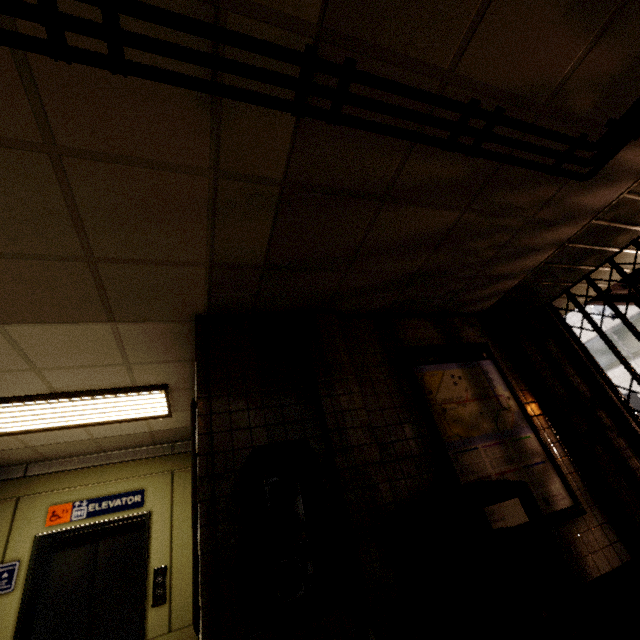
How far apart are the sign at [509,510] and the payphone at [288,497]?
1.2m

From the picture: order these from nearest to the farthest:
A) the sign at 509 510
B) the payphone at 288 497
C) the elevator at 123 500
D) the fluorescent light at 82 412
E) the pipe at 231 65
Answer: the pipe at 231 65, the payphone at 288 497, the sign at 509 510, the fluorescent light at 82 412, the elevator at 123 500

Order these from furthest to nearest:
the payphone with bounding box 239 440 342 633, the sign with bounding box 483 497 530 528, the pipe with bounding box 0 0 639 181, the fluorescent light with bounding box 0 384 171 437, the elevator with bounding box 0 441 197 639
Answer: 1. the elevator with bounding box 0 441 197 639
2. the fluorescent light with bounding box 0 384 171 437
3. the sign with bounding box 483 497 530 528
4. the payphone with bounding box 239 440 342 633
5. the pipe with bounding box 0 0 639 181

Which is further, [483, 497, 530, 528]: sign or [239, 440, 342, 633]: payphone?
[483, 497, 530, 528]: sign

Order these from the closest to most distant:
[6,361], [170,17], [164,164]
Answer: [170,17] < [164,164] < [6,361]

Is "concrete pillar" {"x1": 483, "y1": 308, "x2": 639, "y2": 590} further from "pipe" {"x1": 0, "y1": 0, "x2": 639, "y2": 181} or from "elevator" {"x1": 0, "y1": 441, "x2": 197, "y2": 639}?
"elevator" {"x1": 0, "y1": 441, "x2": 197, "y2": 639}

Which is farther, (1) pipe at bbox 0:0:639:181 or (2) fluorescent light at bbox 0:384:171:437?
(2) fluorescent light at bbox 0:384:171:437

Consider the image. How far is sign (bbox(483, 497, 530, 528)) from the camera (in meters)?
2.59
